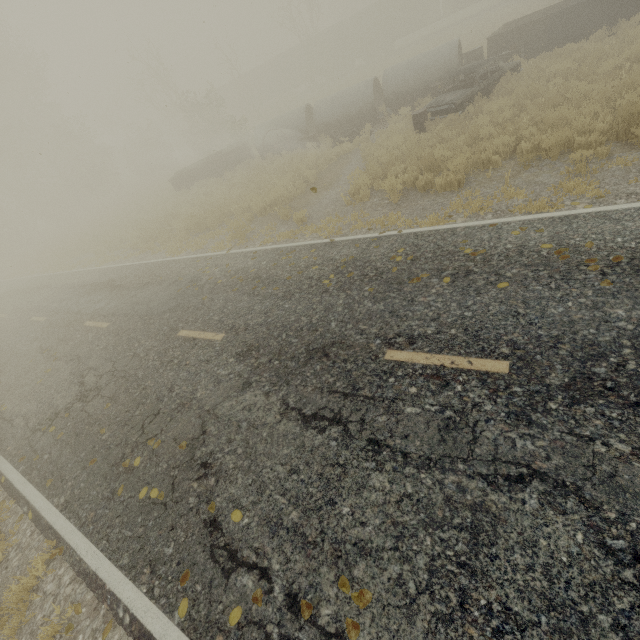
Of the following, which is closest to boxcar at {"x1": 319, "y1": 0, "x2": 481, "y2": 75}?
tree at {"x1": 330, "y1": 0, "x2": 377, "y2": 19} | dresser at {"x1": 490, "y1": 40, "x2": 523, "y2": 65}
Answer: tree at {"x1": 330, "y1": 0, "x2": 377, "y2": 19}

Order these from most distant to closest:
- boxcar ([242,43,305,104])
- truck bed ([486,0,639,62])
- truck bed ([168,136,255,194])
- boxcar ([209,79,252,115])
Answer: boxcar ([209,79,252,115])
boxcar ([242,43,305,104])
truck bed ([168,136,255,194])
truck bed ([486,0,639,62])

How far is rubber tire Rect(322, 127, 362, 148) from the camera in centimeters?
1619cm

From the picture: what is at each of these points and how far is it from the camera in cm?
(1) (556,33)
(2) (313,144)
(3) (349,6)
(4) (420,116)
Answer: (1) truck bed, 1395
(2) oil drum, 1694
(3) tree, 5047
(4) oil drum, 1237

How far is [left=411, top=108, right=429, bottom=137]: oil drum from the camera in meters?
12.0

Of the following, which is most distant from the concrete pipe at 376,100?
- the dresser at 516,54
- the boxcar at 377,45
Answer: the boxcar at 377,45

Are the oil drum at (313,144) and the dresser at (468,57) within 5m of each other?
no

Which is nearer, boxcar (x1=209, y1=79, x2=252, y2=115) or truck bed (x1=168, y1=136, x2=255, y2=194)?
truck bed (x1=168, y1=136, x2=255, y2=194)
